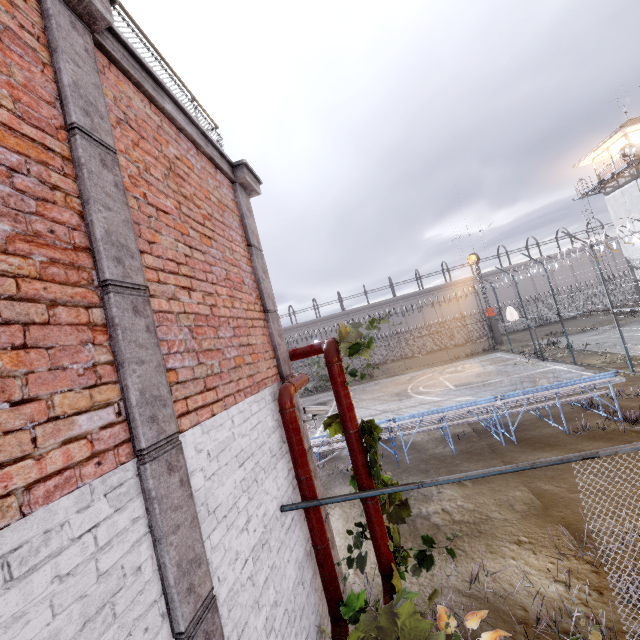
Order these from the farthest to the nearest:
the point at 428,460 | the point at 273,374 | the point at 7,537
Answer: the point at 428,460, the point at 273,374, the point at 7,537

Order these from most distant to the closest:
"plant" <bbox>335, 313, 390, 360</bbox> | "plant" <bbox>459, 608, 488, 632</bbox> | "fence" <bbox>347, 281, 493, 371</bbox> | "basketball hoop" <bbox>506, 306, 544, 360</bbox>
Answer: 1. "fence" <bbox>347, 281, 493, 371</bbox>
2. "basketball hoop" <bbox>506, 306, 544, 360</bbox>
3. "plant" <bbox>459, 608, 488, 632</bbox>
4. "plant" <bbox>335, 313, 390, 360</bbox>

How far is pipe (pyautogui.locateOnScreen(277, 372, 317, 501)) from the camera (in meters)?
3.75

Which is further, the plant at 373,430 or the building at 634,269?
the building at 634,269

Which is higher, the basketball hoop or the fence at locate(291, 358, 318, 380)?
the basketball hoop

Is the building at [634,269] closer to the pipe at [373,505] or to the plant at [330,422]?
the pipe at [373,505]

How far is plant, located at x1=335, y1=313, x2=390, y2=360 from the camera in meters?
3.5 m
